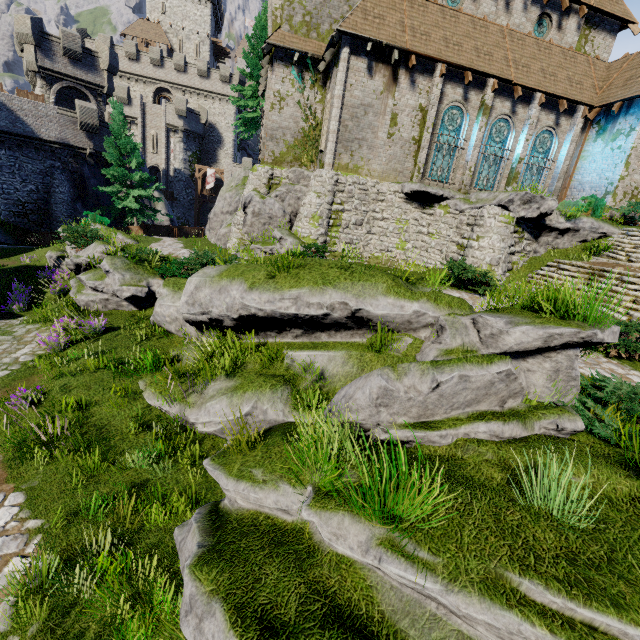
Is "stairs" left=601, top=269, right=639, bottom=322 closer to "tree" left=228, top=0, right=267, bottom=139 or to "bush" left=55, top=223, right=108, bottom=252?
"bush" left=55, top=223, right=108, bottom=252

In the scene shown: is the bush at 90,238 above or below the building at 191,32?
below

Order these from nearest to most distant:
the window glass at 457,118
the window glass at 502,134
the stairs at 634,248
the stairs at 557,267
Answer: the stairs at 557,267, the stairs at 634,248, the window glass at 457,118, the window glass at 502,134

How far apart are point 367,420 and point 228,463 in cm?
215

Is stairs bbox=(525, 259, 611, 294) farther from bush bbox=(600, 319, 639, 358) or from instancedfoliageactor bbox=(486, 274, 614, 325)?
instancedfoliageactor bbox=(486, 274, 614, 325)

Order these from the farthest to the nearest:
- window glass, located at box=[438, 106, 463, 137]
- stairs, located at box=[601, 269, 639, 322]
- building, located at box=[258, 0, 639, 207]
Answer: window glass, located at box=[438, 106, 463, 137] < building, located at box=[258, 0, 639, 207] < stairs, located at box=[601, 269, 639, 322]

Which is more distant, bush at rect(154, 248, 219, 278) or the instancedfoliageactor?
bush at rect(154, 248, 219, 278)

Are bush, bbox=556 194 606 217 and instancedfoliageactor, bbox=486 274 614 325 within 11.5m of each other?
no
